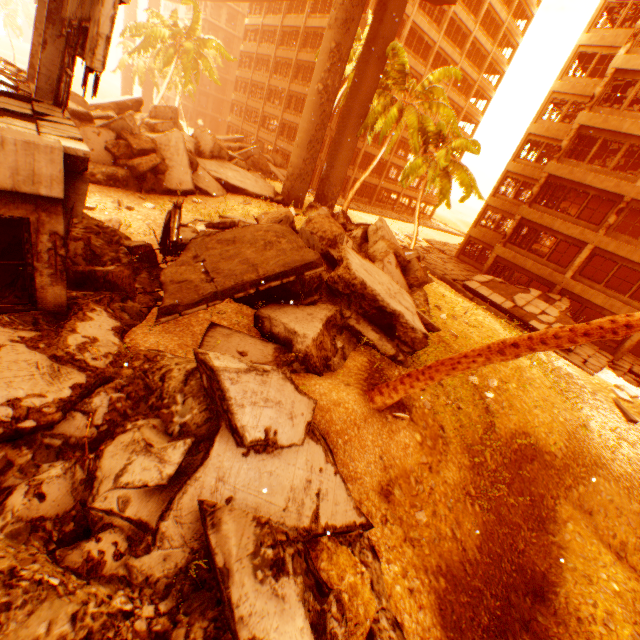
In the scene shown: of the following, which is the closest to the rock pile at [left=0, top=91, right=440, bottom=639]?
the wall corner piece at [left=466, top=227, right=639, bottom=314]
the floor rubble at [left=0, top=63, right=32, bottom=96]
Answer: the floor rubble at [left=0, top=63, right=32, bottom=96]

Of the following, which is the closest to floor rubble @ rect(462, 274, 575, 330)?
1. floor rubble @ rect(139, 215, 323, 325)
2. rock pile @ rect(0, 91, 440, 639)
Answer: rock pile @ rect(0, 91, 440, 639)

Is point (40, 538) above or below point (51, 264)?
below

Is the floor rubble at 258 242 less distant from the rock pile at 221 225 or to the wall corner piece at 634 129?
the rock pile at 221 225

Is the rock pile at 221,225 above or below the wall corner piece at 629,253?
below

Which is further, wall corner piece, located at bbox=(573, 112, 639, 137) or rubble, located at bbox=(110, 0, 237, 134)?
rubble, located at bbox=(110, 0, 237, 134)

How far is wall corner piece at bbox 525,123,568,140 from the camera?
25.0 meters

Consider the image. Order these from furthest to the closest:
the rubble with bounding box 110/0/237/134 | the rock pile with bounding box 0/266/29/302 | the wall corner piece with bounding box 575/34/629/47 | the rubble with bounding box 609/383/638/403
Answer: the rubble with bounding box 110/0/237/134, the wall corner piece with bounding box 575/34/629/47, the rubble with bounding box 609/383/638/403, the rock pile with bounding box 0/266/29/302
